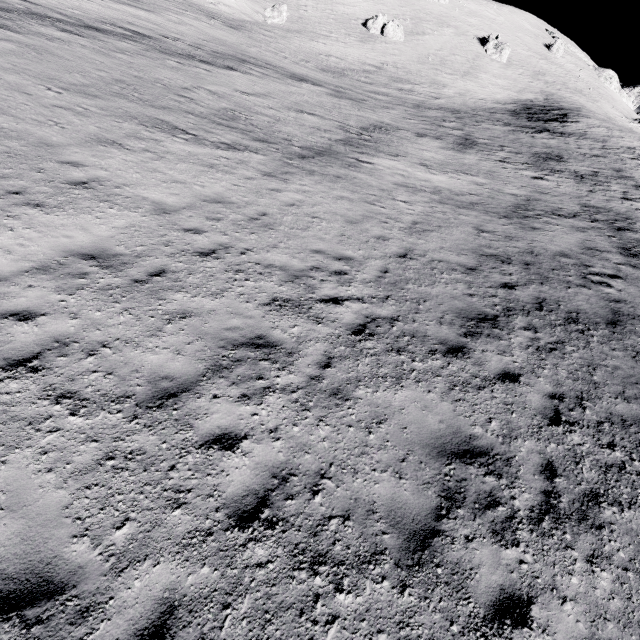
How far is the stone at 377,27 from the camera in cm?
5773

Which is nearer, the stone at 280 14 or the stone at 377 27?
the stone at 280 14

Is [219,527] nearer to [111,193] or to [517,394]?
[517,394]

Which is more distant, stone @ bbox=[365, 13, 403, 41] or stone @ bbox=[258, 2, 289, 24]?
stone @ bbox=[365, 13, 403, 41]

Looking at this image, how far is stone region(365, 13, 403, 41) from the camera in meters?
57.7

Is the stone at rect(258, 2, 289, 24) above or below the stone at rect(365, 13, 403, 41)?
below
